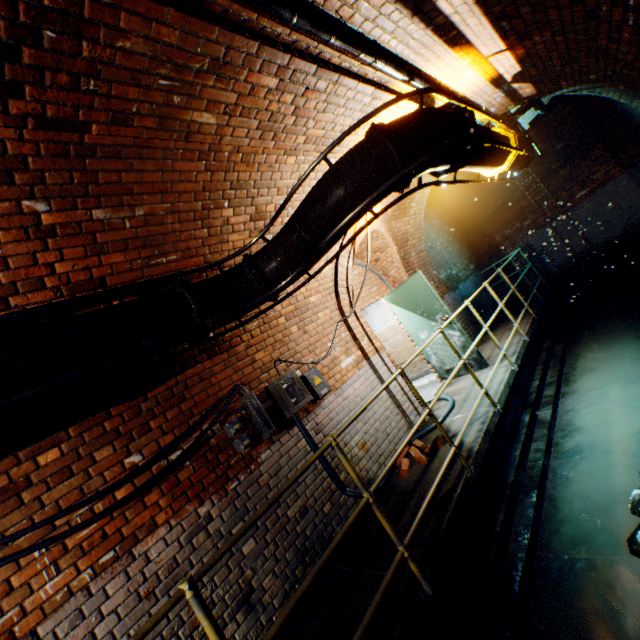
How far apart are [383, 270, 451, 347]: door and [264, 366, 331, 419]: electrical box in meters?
3.1 m

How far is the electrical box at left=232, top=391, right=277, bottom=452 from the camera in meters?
3.4 m

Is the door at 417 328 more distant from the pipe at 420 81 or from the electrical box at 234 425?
the electrical box at 234 425

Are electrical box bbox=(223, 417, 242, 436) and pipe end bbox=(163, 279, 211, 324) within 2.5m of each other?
yes

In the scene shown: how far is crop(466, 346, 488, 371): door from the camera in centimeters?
571cm

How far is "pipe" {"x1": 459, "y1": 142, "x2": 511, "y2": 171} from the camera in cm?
319

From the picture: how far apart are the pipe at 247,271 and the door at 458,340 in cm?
304

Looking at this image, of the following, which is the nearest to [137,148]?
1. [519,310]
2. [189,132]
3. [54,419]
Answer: [189,132]
